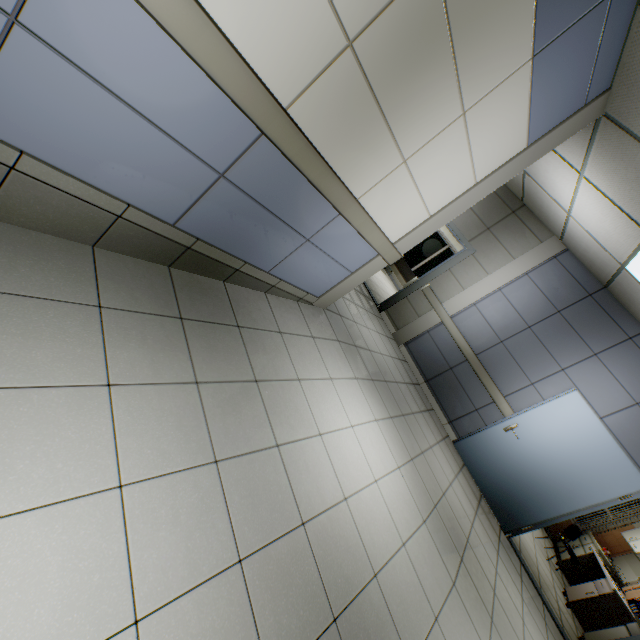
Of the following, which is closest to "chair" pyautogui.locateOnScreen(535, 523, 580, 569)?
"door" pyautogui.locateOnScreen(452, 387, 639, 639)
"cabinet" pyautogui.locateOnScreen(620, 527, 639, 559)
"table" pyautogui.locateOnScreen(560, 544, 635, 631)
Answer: "table" pyautogui.locateOnScreen(560, 544, 635, 631)

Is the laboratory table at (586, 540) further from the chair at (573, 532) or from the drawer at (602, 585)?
the drawer at (602, 585)

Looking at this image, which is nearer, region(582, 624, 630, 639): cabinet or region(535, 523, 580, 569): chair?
region(582, 624, 630, 639): cabinet

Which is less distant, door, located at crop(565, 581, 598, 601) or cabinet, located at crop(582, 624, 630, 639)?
cabinet, located at crop(582, 624, 630, 639)

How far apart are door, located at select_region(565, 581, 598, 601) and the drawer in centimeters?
2cm

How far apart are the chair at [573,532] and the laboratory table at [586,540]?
0.7 meters

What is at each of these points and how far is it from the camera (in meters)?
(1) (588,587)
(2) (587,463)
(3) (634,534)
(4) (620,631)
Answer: (1) door, 5.84
(2) door, 4.64
(3) cabinet, 7.40
(4) cabinet, 4.87

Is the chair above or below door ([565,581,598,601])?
above
